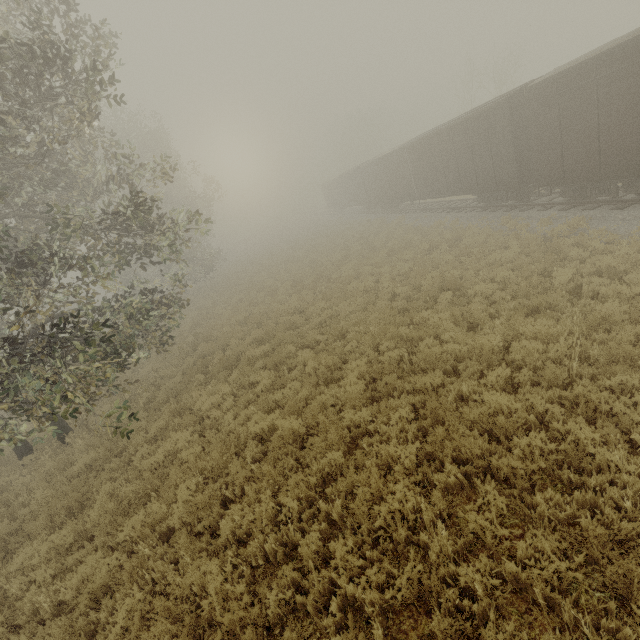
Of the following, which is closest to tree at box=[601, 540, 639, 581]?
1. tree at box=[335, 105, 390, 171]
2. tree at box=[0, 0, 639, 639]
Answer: tree at box=[0, 0, 639, 639]

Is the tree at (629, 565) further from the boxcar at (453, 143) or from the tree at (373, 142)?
the tree at (373, 142)

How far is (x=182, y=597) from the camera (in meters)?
4.85

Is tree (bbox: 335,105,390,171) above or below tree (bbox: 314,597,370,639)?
above

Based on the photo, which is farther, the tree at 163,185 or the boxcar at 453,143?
the boxcar at 453,143

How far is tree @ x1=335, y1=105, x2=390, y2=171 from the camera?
52.41m

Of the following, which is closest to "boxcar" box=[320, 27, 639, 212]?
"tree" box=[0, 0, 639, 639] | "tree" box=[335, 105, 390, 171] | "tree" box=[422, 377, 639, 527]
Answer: "tree" box=[422, 377, 639, 527]
